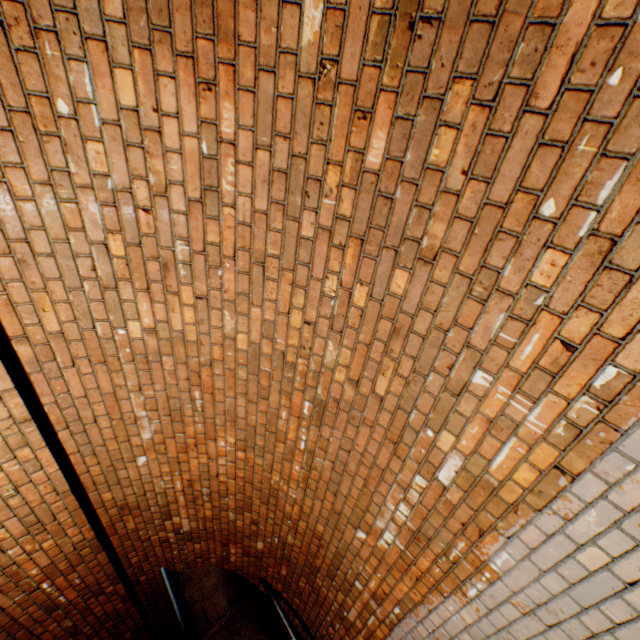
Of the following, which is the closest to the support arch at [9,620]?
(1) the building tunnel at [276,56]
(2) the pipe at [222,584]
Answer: (1) the building tunnel at [276,56]

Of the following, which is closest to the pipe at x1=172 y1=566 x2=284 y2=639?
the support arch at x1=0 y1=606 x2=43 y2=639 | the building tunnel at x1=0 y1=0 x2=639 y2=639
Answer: the building tunnel at x1=0 y1=0 x2=639 y2=639

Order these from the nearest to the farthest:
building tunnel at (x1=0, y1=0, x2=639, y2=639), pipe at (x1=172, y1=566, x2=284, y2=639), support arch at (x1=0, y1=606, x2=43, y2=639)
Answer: building tunnel at (x1=0, y1=0, x2=639, y2=639), support arch at (x1=0, y1=606, x2=43, y2=639), pipe at (x1=172, y1=566, x2=284, y2=639)

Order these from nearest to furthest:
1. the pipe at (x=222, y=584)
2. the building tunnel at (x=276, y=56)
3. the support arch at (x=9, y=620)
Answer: the building tunnel at (x=276, y=56)
the support arch at (x=9, y=620)
the pipe at (x=222, y=584)

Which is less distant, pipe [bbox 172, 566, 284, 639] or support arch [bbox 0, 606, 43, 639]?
support arch [bbox 0, 606, 43, 639]

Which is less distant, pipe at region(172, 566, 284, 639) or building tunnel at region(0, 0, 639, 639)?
building tunnel at region(0, 0, 639, 639)

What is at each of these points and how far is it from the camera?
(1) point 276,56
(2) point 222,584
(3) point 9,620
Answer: (1) building tunnel, 1.38m
(2) pipe, 4.54m
(3) support arch, 3.22m

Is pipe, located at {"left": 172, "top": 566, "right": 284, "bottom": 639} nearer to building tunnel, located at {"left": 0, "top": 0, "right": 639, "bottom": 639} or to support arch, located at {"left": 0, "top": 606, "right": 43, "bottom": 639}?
building tunnel, located at {"left": 0, "top": 0, "right": 639, "bottom": 639}
